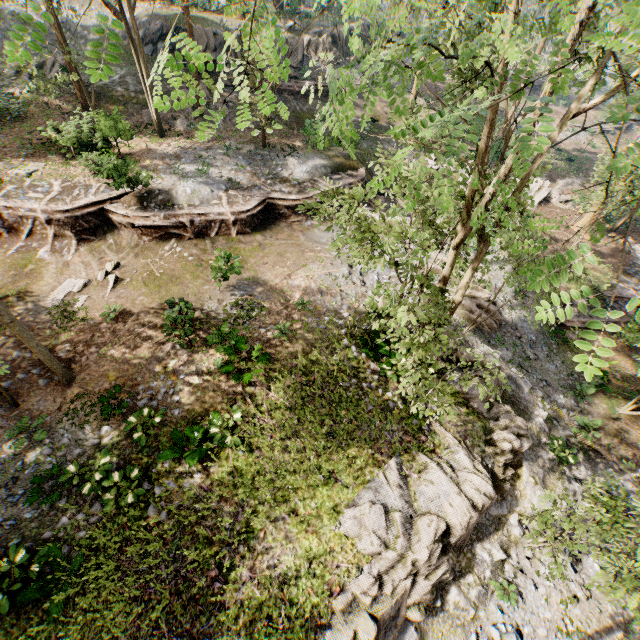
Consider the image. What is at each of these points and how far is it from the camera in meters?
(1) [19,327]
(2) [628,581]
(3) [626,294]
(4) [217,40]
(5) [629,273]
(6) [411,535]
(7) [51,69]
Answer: (1) foliage, 9.8 m
(2) foliage, 7.1 m
(3) ground embankment, 22.0 m
(4) rock, 27.3 m
(5) ground embankment, 23.9 m
(6) rock, 9.8 m
(7) foliage, 25.6 m

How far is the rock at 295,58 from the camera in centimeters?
2984cm

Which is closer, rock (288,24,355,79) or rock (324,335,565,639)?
rock (324,335,565,639)

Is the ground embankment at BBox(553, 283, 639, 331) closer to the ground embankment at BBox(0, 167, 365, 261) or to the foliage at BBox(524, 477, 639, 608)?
the foliage at BBox(524, 477, 639, 608)

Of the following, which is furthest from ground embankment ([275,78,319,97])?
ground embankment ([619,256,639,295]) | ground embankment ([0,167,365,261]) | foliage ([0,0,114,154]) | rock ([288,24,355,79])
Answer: ground embankment ([619,256,639,295])

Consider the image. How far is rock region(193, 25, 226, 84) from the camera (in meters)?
26.33

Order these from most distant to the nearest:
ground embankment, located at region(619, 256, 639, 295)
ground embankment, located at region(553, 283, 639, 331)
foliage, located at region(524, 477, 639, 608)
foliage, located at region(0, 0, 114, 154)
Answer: ground embankment, located at region(619, 256, 639, 295)
ground embankment, located at region(553, 283, 639, 331)
foliage, located at region(524, 477, 639, 608)
foliage, located at region(0, 0, 114, 154)
